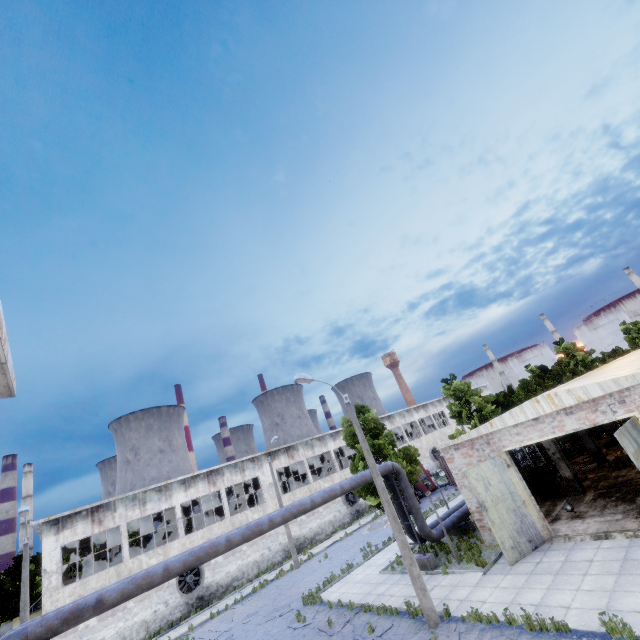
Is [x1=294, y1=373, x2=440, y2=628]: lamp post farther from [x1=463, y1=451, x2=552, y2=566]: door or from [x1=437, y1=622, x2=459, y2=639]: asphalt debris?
[x1=463, y1=451, x2=552, y2=566]: door

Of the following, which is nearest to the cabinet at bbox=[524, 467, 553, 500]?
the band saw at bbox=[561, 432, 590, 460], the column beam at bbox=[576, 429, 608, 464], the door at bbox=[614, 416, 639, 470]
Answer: → the column beam at bbox=[576, 429, 608, 464]

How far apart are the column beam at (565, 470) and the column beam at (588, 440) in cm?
532

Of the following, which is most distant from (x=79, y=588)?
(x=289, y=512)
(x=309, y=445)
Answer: (x=309, y=445)

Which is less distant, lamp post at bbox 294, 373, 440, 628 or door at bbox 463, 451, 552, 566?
lamp post at bbox 294, 373, 440, 628

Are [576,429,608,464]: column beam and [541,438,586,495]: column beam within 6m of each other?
yes

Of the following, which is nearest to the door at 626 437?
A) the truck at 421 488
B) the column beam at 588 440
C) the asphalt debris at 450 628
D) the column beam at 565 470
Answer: the column beam at 565 470

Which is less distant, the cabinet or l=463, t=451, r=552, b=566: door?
l=463, t=451, r=552, b=566: door
